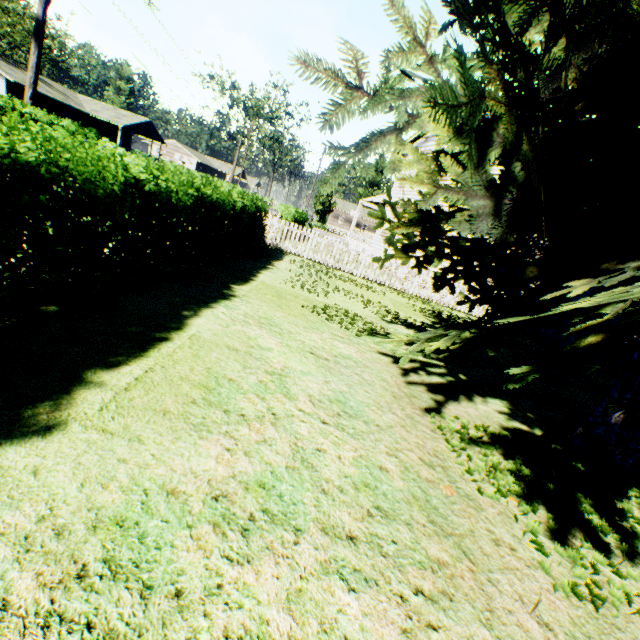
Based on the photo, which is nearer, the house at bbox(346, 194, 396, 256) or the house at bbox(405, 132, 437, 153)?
the house at bbox(405, 132, 437, 153)

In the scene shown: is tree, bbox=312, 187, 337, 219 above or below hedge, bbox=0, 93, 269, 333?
above

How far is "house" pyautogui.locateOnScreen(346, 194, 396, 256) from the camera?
23.1 meters

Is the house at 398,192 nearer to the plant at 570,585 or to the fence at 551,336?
the plant at 570,585

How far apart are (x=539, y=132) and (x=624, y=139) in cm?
105

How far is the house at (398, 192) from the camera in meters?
20.8 m

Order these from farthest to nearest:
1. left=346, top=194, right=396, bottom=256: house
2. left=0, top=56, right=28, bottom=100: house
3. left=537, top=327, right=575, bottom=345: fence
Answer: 1. left=0, top=56, right=28, bottom=100: house
2. left=346, top=194, right=396, bottom=256: house
3. left=537, top=327, right=575, bottom=345: fence

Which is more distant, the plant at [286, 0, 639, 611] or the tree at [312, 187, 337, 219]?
the tree at [312, 187, 337, 219]
